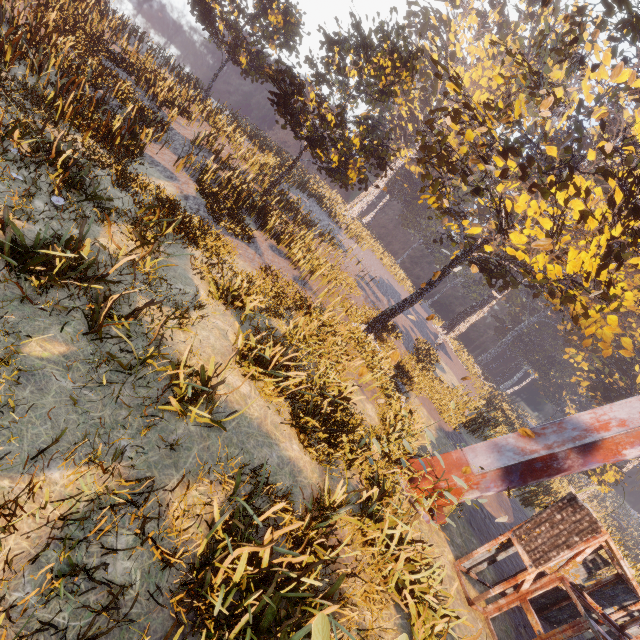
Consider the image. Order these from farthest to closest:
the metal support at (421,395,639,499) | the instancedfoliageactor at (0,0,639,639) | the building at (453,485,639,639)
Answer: the metal support at (421,395,639,499) < the building at (453,485,639,639) < the instancedfoliageactor at (0,0,639,639)

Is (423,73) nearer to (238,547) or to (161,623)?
(238,547)

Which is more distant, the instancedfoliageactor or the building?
the building

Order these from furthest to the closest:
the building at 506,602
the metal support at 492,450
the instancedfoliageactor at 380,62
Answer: the metal support at 492,450, the building at 506,602, the instancedfoliageactor at 380,62

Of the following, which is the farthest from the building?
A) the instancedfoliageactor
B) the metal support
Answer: the metal support

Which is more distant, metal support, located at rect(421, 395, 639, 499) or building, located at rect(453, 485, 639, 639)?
metal support, located at rect(421, 395, 639, 499)

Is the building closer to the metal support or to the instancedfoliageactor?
the instancedfoliageactor

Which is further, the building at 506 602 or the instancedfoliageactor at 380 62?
the building at 506 602
